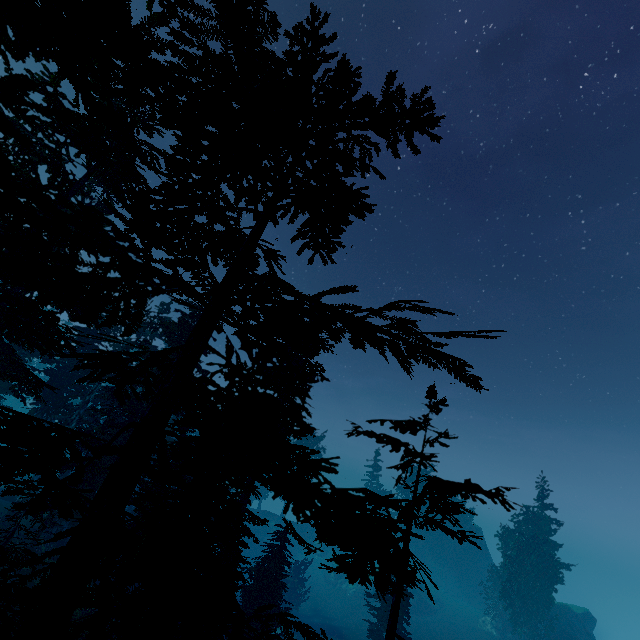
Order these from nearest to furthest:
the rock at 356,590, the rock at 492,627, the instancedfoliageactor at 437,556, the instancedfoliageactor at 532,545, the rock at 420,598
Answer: the instancedfoliageactor at 532,545 → the rock at 492,627 → the rock at 420,598 → the rock at 356,590 → the instancedfoliageactor at 437,556

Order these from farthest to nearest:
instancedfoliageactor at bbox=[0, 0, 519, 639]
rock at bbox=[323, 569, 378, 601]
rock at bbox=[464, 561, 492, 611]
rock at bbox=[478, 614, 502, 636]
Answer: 1. rock at bbox=[464, 561, 492, 611]
2. rock at bbox=[323, 569, 378, 601]
3. rock at bbox=[478, 614, 502, 636]
4. instancedfoliageactor at bbox=[0, 0, 519, 639]

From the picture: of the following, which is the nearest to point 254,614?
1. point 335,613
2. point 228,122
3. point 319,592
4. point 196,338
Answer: point 196,338

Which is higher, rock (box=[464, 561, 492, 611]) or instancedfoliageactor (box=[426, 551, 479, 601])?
instancedfoliageactor (box=[426, 551, 479, 601])

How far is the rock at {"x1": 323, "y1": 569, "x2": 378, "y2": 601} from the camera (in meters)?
50.81

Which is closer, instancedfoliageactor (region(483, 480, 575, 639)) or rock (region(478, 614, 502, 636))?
instancedfoliageactor (region(483, 480, 575, 639))

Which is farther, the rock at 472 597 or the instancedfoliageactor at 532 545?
the rock at 472 597
